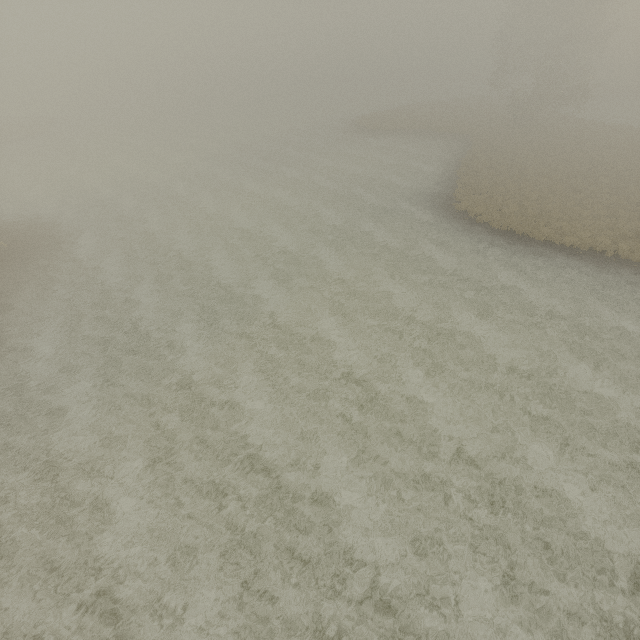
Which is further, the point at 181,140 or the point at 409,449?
the point at 181,140
